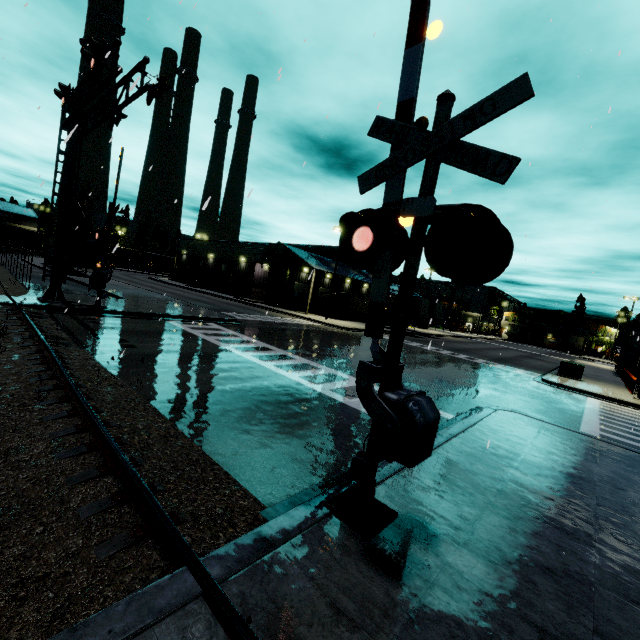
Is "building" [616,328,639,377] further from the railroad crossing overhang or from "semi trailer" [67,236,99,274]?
the railroad crossing overhang

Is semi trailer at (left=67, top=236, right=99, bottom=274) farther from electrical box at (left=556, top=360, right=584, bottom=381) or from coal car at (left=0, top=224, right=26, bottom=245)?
electrical box at (left=556, top=360, right=584, bottom=381)

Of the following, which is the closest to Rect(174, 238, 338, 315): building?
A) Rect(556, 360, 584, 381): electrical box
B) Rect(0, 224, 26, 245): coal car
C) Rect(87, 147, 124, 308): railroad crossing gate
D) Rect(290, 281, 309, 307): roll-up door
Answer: Rect(290, 281, 309, 307): roll-up door

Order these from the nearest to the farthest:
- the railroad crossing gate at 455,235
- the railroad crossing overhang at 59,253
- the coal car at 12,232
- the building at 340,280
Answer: the railroad crossing gate at 455,235
the railroad crossing overhang at 59,253
the building at 340,280
the coal car at 12,232

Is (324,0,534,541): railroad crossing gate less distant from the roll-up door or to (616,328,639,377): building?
(616,328,639,377): building

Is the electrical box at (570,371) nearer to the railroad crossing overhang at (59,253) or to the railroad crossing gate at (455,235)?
the railroad crossing gate at (455,235)

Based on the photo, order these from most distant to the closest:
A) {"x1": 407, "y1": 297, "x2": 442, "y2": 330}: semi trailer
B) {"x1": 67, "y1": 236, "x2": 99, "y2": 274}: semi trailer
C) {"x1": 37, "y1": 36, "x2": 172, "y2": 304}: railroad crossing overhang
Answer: {"x1": 407, "y1": 297, "x2": 442, "y2": 330}: semi trailer → {"x1": 67, "y1": 236, "x2": 99, "y2": 274}: semi trailer → {"x1": 37, "y1": 36, "x2": 172, "y2": 304}: railroad crossing overhang

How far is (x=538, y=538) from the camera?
4.2m
